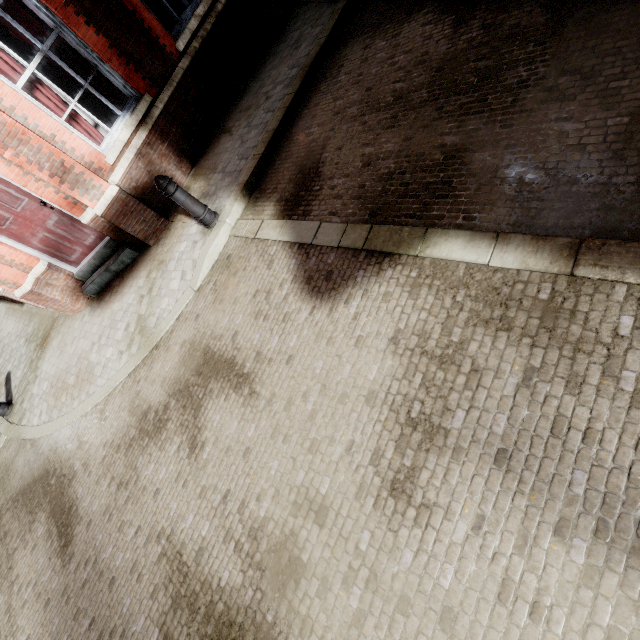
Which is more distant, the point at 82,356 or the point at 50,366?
the point at 50,366

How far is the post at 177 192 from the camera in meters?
4.4 m

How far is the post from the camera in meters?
4.4
